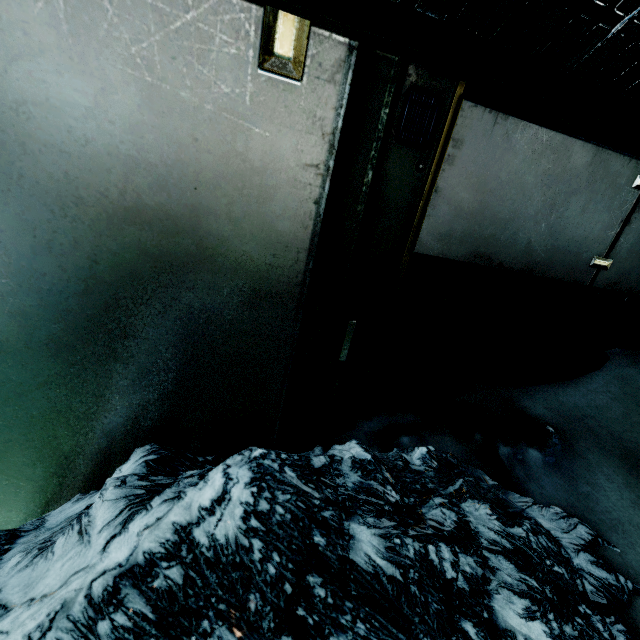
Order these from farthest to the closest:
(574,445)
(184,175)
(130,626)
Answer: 1. (574,445)
2. (184,175)
3. (130,626)
